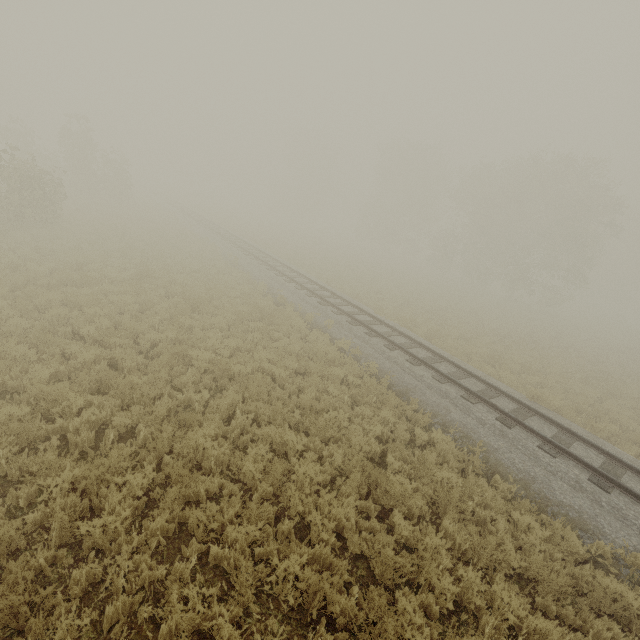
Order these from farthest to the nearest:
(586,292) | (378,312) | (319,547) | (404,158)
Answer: (586,292) < (404,158) < (378,312) < (319,547)

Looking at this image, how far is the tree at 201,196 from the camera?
54.0 meters

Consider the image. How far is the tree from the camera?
54.0m
